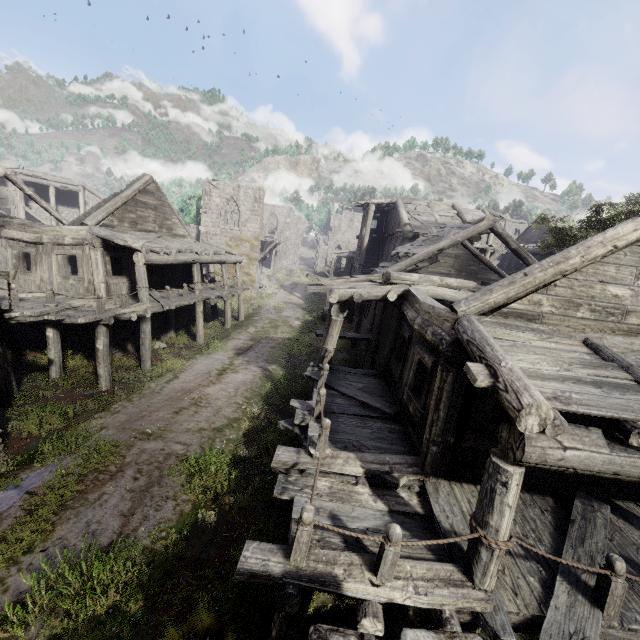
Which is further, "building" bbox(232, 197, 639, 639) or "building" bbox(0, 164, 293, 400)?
"building" bbox(0, 164, 293, 400)

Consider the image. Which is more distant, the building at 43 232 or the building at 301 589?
the building at 43 232

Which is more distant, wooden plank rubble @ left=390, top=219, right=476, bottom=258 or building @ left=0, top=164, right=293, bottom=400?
wooden plank rubble @ left=390, top=219, right=476, bottom=258

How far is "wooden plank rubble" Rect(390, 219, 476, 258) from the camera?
15.91m

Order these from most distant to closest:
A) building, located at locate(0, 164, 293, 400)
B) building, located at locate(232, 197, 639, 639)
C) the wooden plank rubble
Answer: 1. the wooden plank rubble
2. building, located at locate(0, 164, 293, 400)
3. building, located at locate(232, 197, 639, 639)

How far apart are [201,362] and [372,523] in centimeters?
1212cm

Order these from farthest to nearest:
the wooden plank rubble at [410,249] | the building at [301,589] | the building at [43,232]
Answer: the wooden plank rubble at [410,249] → the building at [43,232] → the building at [301,589]
